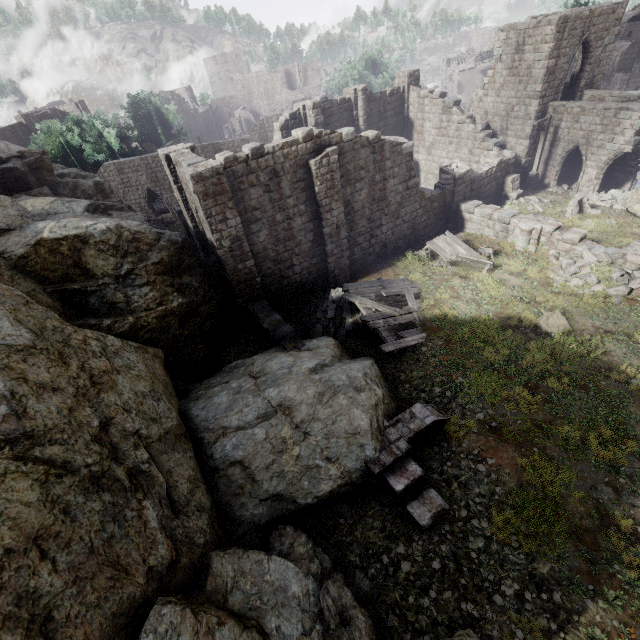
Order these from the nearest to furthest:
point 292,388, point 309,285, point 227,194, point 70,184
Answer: point 292,388, point 227,194, point 309,285, point 70,184

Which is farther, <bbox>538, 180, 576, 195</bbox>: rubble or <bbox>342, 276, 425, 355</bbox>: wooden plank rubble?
<bbox>538, 180, 576, 195</bbox>: rubble

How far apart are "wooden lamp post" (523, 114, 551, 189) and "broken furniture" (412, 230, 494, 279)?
10.9m

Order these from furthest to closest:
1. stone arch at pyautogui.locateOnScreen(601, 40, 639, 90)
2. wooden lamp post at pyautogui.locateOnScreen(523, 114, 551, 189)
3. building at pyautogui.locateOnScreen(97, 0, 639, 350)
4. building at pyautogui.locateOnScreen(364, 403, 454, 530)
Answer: stone arch at pyautogui.locateOnScreen(601, 40, 639, 90) < wooden lamp post at pyautogui.locateOnScreen(523, 114, 551, 189) < building at pyautogui.locateOnScreen(97, 0, 639, 350) < building at pyautogui.locateOnScreen(364, 403, 454, 530)

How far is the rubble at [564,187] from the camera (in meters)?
23.96

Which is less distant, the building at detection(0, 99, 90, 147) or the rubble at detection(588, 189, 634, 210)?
the rubble at detection(588, 189, 634, 210)

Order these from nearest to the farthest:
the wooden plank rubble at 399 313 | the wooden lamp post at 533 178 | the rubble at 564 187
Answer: the wooden plank rubble at 399 313
the wooden lamp post at 533 178
the rubble at 564 187

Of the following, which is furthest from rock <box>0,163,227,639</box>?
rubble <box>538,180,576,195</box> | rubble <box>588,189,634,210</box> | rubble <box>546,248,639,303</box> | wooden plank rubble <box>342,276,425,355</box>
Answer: rubble <box>538,180,576,195</box>
